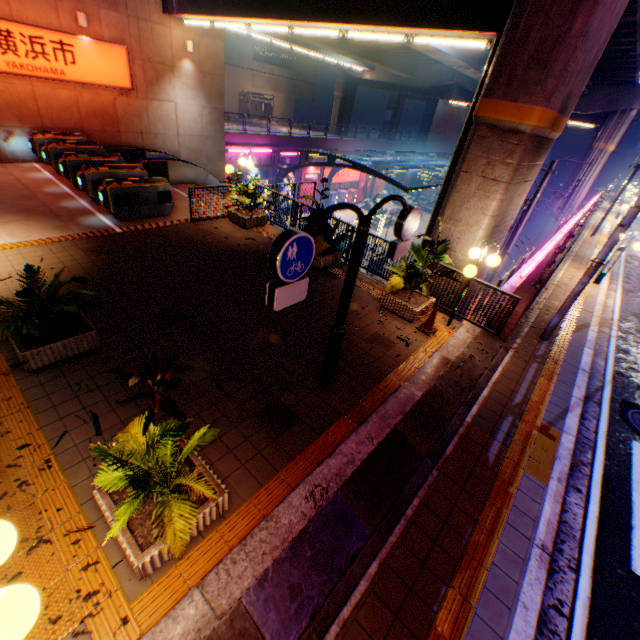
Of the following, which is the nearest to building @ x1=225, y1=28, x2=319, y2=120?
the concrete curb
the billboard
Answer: the billboard

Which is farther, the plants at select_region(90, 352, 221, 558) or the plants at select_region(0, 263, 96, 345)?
the plants at select_region(0, 263, 96, 345)

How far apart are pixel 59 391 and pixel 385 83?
46.5m

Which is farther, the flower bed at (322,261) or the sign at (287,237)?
the flower bed at (322,261)

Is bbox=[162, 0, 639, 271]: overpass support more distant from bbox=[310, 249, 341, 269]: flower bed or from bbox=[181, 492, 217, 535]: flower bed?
bbox=[310, 249, 341, 269]: flower bed

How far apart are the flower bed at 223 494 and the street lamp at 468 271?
6.3m

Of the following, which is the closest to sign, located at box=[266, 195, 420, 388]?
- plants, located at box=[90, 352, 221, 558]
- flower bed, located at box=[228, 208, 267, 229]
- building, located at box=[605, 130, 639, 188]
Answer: plants, located at box=[90, 352, 221, 558]

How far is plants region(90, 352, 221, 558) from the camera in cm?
306
